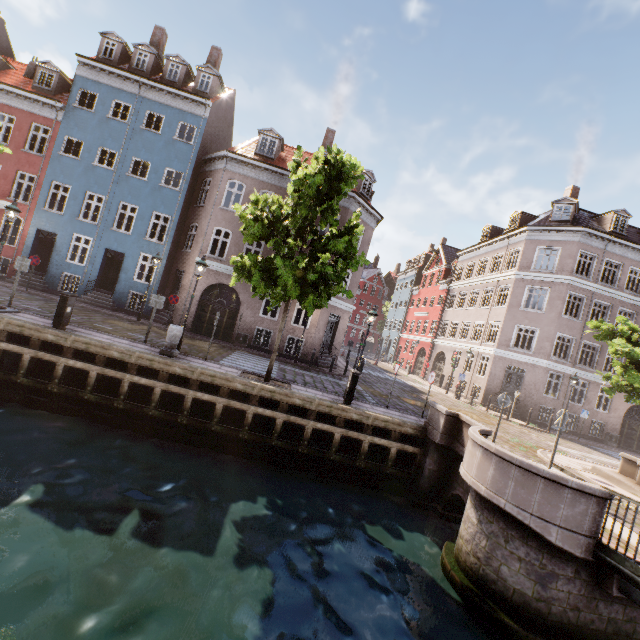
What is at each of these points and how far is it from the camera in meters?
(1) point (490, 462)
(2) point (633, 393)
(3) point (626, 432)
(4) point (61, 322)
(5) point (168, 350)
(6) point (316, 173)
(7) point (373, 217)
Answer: (1) bridge, 7.1
(2) tree, 14.7
(3) building, 23.0
(4) electrical box, 10.4
(5) pillar, 11.3
(6) tree, 10.3
(7) building, 22.1

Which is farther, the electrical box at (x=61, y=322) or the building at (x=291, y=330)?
the building at (x=291, y=330)

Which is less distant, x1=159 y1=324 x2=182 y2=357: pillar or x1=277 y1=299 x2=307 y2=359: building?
x1=159 y1=324 x2=182 y2=357: pillar

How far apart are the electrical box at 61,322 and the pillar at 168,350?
3.0m

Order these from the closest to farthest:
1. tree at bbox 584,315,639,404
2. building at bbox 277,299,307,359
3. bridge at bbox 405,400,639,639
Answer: bridge at bbox 405,400,639,639, tree at bbox 584,315,639,404, building at bbox 277,299,307,359

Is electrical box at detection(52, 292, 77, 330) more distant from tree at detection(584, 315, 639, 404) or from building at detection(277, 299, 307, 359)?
building at detection(277, 299, 307, 359)

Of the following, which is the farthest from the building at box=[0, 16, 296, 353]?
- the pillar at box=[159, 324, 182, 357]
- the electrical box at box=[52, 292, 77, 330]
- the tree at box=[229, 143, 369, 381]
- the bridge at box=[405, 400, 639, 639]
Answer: the bridge at box=[405, 400, 639, 639]

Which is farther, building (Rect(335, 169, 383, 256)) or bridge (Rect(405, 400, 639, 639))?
building (Rect(335, 169, 383, 256))
